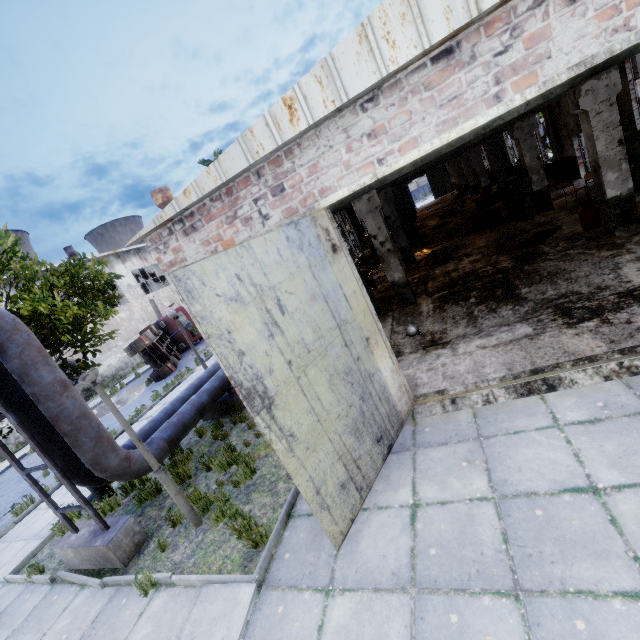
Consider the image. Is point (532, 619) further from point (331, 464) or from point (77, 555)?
point (77, 555)

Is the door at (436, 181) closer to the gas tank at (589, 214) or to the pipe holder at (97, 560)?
A: the gas tank at (589, 214)

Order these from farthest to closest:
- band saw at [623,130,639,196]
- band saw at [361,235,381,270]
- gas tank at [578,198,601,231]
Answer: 1. band saw at [361,235,381,270]
2. band saw at [623,130,639,196]
3. gas tank at [578,198,601,231]

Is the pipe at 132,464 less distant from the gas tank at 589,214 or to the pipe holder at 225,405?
the pipe holder at 225,405

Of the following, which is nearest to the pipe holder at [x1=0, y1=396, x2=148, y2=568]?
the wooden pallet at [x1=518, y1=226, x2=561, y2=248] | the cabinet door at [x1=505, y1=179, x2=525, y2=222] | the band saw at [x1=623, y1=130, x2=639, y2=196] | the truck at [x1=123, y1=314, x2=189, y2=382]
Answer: the truck at [x1=123, y1=314, x2=189, y2=382]

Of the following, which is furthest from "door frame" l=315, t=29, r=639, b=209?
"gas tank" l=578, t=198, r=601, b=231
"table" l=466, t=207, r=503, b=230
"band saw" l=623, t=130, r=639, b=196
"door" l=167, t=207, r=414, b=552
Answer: "table" l=466, t=207, r=503, b=230

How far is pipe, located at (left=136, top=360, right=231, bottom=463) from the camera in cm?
711

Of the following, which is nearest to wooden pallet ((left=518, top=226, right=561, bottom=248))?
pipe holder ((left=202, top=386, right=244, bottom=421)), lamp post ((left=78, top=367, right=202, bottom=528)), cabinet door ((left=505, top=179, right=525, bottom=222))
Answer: cabinet door ((left=505, top=179, right=525, bottom=222))
